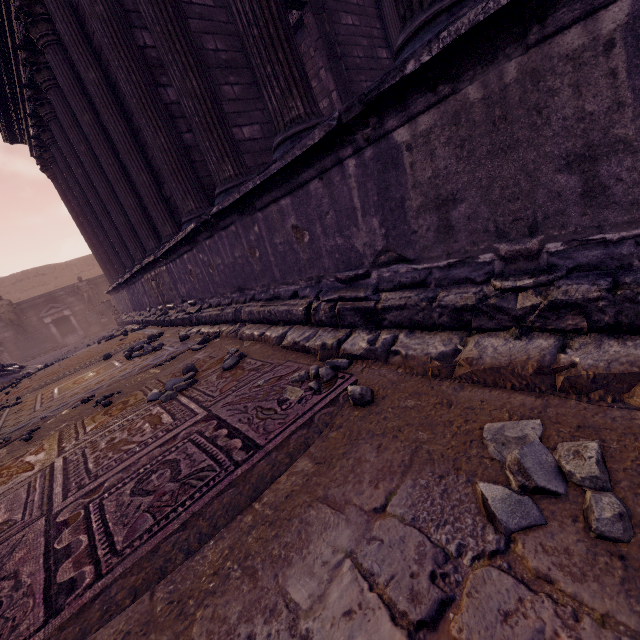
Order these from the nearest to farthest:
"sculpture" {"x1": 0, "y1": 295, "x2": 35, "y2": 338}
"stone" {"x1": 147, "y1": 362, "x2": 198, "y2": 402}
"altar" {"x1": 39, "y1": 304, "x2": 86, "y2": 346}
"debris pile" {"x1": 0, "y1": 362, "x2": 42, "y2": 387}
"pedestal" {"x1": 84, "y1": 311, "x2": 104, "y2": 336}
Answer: "stone" {"x1": 147, "y1": 362, "x2": 198, "y2": 402} → "debris pile" {"x1": 0, "y1": 362, "x2": 42, "y2": 387} → "sculpture" {"x1": 0, "y1": 295, "x2": 35, "y2": 338} → "altar" {"x1": 39, "y1": 304, "x2": 86, "y2": 346} → "pedestal" {"x1": 84, "y1": 311, "x2": 104, "y2": 336}

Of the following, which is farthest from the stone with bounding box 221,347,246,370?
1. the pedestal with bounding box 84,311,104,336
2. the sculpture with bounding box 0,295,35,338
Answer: the sculpture with bounding box 0,295,35,338

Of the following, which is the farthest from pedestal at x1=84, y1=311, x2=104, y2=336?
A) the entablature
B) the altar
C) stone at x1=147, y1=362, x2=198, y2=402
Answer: stone at x1=147, y1=362, x2=198, y2=402

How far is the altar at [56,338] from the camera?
15.3 meters

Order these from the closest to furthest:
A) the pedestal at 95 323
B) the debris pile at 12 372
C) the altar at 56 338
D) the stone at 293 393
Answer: the stone at 293 393
the debris pile at 12 372
the altar at 56 338
the pedestal at 95 323

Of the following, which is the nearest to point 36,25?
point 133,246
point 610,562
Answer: point 133,246

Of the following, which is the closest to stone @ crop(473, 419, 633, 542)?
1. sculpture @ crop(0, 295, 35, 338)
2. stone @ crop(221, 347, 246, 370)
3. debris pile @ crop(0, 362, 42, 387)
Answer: stone @ crop(221, 347, 246, 370)

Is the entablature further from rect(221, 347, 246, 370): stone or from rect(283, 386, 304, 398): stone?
rect(283, 386, 304, 398): stone
